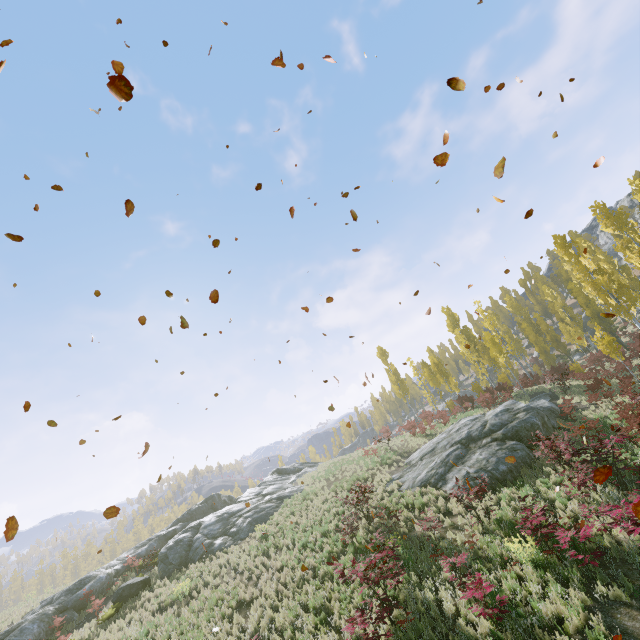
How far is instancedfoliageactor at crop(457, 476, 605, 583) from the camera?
7.75m

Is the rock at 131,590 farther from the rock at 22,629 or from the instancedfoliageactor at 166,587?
the instancedfoliageactor at 166,587

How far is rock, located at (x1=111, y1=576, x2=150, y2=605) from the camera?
16.78m

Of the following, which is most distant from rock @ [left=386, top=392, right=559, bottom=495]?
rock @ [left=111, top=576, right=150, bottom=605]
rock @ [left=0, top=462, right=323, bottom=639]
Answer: rock @ [left=111, top=576, right=150, bottom=605]

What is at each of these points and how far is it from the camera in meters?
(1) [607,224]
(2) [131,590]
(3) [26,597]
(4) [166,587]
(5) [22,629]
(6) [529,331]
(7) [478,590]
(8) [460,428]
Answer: (1) instancedfoliageactor, 26.5 m
(2) rock, 17.2 m
(3) instancedfoliageactor, 26.1 m
(4) instancedfoliageactor, 16.6 m
(5) rock, 16.4 m
(6) instancedfoliageactor, 38.8 m
(7) instancedfoliageactor, 7.5 m
(8) rock, 20.1 m

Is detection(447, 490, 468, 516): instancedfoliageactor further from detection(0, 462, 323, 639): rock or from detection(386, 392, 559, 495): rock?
detection(0, 462, 323, 639): rock

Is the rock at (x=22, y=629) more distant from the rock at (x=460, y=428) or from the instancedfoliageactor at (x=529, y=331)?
the instancedfoliageactor at (x=529, y=331)

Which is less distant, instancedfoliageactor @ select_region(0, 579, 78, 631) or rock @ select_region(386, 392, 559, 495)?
rock @ select_region(386, 392, 559, 495)
